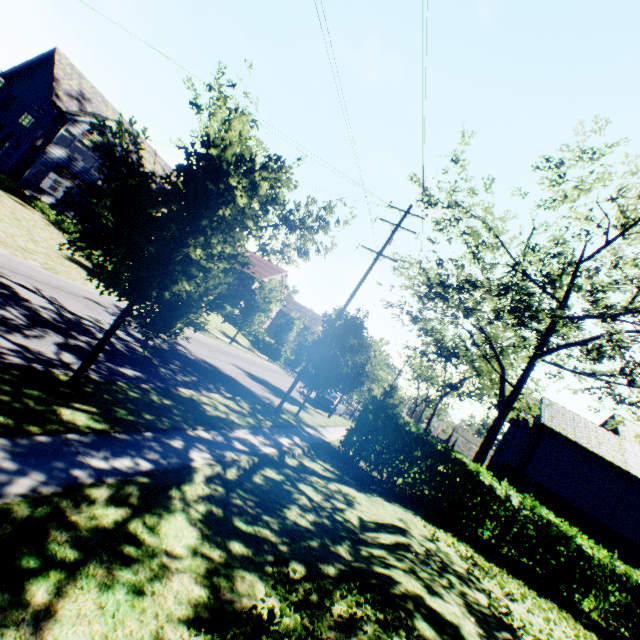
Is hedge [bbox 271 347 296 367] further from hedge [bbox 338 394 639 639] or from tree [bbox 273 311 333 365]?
hedge [bbox 338 394 639 639]

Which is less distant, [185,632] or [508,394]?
[185,632]

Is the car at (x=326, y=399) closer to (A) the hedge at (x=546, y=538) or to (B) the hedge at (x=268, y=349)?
(A) the hedge at (x=546, y=538)

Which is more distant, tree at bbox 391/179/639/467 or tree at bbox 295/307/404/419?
tree at bbox 295/307/404/419

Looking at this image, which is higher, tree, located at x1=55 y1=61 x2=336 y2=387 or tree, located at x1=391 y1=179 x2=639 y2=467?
tree, located at x1=391 y1=179 x2=639 y2=467

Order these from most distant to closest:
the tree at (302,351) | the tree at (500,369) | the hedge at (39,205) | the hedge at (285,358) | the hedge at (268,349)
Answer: the hedge at (285,358)
the hedge at (268,349)
the hedge at (39,205)
the tree at (302,351)
the tree at (500,369)

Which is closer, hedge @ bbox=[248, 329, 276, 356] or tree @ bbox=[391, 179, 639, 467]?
tree @ bbox=[391, 179, 639, 467]

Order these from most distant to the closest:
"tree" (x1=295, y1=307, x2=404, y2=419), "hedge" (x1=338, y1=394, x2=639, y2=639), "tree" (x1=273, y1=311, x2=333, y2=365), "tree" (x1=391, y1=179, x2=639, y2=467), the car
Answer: the car
"tree" (x1=273, y1=311, x2=333, y2=365)
"tree" (x1=295, y1=307, x2=404, y2=419)
"hedge" (x1=338, y1=394, x2=639, y2=639)
"tree" (x1=391, y1=179, x2=639, y2=467)
